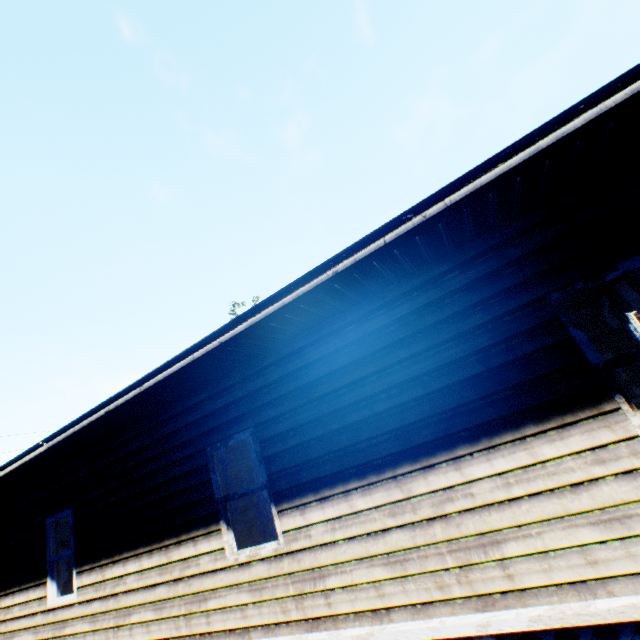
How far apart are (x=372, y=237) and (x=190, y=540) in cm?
521
